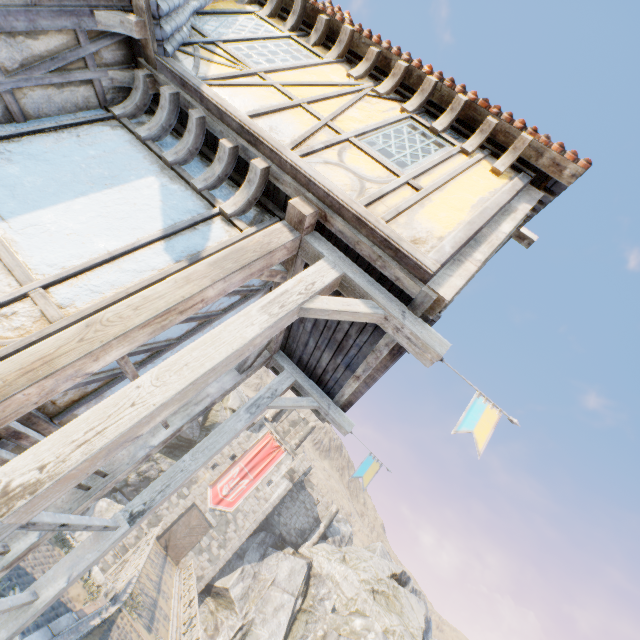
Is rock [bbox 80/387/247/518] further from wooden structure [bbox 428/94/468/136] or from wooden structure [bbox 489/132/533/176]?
wooden structure [bbox 489/132/533/176]

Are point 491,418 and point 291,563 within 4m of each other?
no

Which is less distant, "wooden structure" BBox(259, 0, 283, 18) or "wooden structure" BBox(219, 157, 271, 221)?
"wooden structure" BBox(219, 157, 271, 221)

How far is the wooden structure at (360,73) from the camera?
4.7m

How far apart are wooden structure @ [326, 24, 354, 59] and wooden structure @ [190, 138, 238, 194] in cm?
273

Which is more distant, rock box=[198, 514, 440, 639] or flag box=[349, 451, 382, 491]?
rock box=[198, 514, 440, 639]

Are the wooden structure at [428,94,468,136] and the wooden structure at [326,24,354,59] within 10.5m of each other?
yes

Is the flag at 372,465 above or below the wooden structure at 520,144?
below
